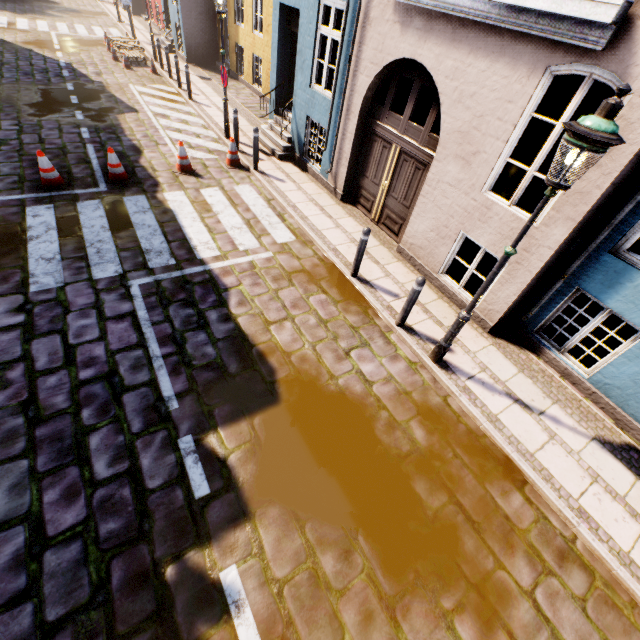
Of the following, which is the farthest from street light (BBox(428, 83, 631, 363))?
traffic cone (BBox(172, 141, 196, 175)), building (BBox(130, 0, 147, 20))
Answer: traffic cone (BBox(172, 141, 196, 175))

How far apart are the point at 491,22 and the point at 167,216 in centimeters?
682cm

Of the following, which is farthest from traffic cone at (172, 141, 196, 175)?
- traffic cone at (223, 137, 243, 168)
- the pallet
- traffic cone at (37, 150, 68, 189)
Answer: the pallet

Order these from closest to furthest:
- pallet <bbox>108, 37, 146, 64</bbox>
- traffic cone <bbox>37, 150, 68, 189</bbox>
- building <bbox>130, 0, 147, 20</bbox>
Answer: A:
traffic cone <bbox>37, 150, 68, 189</bbox>
pallet <bbox>108, 37, 146, 64</bbox>
building <bbox>130, 0, 147, 20</bbox>

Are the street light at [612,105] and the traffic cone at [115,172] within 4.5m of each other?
no

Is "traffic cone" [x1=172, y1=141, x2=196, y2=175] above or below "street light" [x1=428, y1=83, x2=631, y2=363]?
below

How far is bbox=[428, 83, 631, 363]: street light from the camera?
2.77m

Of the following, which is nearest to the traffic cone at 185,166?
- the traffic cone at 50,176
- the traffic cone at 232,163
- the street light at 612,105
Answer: the traffic cone at 232,163
